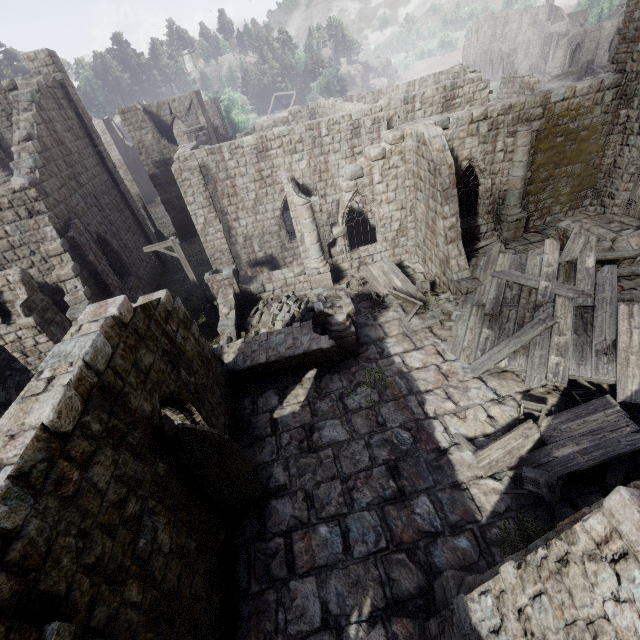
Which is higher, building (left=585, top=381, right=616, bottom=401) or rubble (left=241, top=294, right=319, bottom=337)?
rubble (left=241, top=294, right=319, bottom=337)

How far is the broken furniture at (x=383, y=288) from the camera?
13.5 meters

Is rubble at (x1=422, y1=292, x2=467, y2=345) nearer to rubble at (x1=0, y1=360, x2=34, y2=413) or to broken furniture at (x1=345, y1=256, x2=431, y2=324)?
broken furniture at (x1=345, y1=256, x2=431, y2=324)

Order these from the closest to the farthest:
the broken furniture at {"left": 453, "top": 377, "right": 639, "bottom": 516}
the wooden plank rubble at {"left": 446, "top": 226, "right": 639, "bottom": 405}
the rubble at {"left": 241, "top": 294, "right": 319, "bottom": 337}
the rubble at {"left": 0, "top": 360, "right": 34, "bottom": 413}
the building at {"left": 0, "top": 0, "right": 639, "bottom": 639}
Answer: the building at {"left": 0, "top": 0, "right": 639, "bottom": 639} < the broken furniture at {"left": 453, "top": 377, "right": 639, "bottom": 516} < the wooden plank rubble at {"left": 446, "top": 226, "right": 639, "bottom": 405} < the rubble at {"left": 0, "top": 360, "right": 34, "bottom": 413} < the rubble at {"left": 241, "top": 294, "right": 319, "bottom": 337}

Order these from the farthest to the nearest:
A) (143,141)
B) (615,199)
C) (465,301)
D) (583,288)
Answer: (143,141) < (615,199) < (465,301) < (583,288)

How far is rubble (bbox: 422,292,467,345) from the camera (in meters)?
11.96

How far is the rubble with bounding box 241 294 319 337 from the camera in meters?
14.0 m

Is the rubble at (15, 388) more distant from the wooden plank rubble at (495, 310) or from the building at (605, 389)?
the wooden plank rubble at (495, 310)
